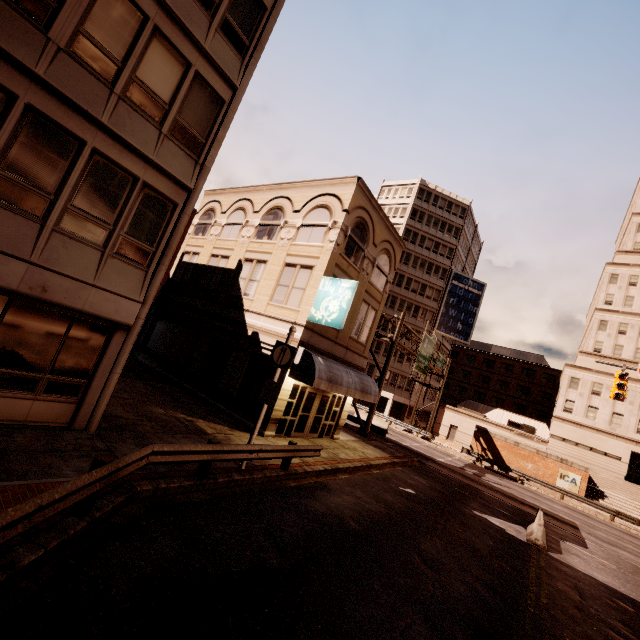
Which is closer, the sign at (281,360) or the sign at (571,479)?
the sign at (281,360)

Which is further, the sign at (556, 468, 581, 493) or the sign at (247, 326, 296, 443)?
the sign at (556, 468, 581, 493)

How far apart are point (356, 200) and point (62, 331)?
13.5 meters

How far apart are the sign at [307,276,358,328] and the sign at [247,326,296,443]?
3.52m

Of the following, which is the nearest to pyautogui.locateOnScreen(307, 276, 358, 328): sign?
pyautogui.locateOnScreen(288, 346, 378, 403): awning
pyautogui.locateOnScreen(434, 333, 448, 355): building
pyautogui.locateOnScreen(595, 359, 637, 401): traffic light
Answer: pyautogui.locateOnScreen(288, 346, 378, 403): awning

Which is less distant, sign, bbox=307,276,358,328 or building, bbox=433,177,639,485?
sign, bbox=307,276,358,328

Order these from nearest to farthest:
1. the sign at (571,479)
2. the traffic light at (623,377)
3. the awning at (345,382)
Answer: the awning at (345,382)
the traffic light at (623,377)
the sign at (571,479)

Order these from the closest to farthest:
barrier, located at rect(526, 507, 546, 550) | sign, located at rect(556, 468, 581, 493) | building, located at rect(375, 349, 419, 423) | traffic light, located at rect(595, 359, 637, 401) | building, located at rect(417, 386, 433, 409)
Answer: barrier, located at rect(526, 507, 546, 550) < traffic light, located at rect(595, 359, 637, 401) < sign, located at rect(556, 468, 581, 493) < building, located at rect(375, 349, 419, 423) < building, located at rect(417, 386, 433, 409)
